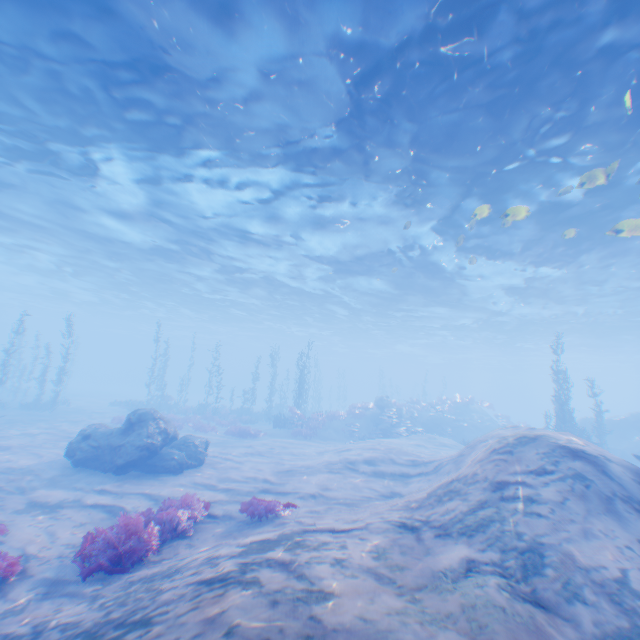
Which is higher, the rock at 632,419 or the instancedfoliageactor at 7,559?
the rock at 632,419

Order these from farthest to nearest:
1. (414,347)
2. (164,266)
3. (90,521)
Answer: (414,347)
(164,266)
(90,521)

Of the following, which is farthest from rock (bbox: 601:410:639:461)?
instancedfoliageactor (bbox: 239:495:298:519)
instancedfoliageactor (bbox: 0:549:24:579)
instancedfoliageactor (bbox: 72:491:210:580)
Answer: instancedfoliageactor (bbox: 0:549:24:579)

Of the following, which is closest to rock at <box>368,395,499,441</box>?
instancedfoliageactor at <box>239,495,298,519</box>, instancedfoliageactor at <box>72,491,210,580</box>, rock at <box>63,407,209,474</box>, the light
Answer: rock at <box>63,407,209,474</box>

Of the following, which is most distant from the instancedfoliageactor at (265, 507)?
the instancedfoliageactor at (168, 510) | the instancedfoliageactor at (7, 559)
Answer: the instancedfoliageactor at (7, 559)

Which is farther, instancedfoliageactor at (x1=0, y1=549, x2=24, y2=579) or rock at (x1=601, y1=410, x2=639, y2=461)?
rock at (x1=601, y1=410, x2=639, y2=461)

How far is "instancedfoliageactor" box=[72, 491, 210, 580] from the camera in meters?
5.8

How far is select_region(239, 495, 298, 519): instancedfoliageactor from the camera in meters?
8.1 m
